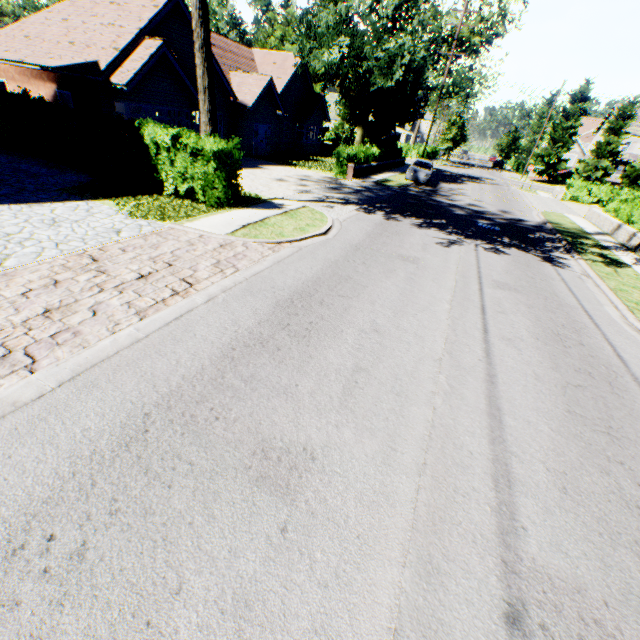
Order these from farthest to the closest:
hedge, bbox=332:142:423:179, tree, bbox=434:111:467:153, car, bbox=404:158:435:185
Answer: tree, bbox=434:111:467:153, car, bbox=404:158:435:185, hedge, bbox=332:142:423:179

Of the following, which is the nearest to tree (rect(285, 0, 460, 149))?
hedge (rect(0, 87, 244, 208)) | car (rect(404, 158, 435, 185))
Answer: hedge (rect(0, 87, 244, 208))

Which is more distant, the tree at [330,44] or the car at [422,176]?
the car at [422,176]

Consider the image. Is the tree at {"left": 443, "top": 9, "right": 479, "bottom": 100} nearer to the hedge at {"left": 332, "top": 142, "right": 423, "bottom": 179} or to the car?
the hedge at {"left": 332, "top": 142, "right": 423, "bottom": 179}

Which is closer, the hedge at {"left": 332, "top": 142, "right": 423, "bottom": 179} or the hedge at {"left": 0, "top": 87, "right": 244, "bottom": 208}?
the hedge at {"left": 0, "top": 87, "right": 244, "bottom": 208}

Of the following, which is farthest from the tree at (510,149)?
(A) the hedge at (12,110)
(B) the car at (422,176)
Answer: (B) the car at (422,176)

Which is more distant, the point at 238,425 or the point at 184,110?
the point at 184,110
